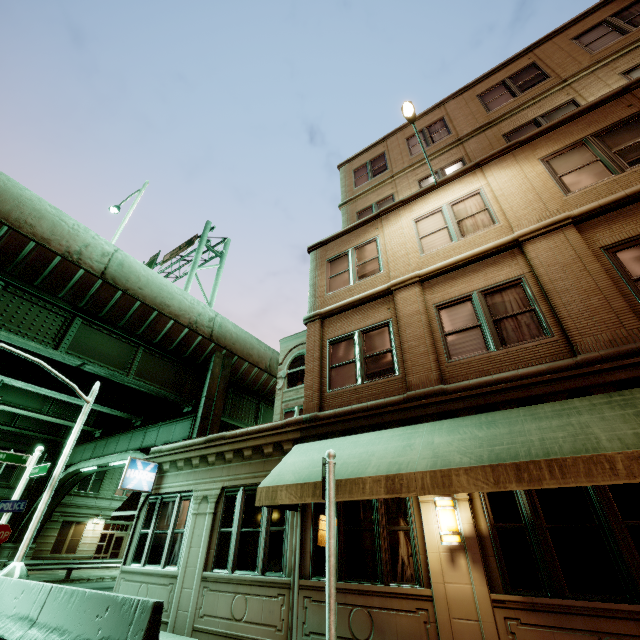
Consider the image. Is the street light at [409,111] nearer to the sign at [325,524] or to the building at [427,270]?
the building at [427,270]

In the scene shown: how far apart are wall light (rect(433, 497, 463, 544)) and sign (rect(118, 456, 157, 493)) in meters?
9.7

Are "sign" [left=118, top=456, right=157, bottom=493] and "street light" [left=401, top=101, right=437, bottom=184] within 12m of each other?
no

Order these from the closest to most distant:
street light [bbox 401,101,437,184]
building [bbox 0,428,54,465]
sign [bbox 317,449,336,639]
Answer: sign [bbox 317,449,336,639]
street light [bbox 401,101,437,184]
building [bbox 0,428,54,465]

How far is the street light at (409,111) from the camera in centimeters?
920cm

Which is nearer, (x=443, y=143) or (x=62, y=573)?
(x=443, y=143)

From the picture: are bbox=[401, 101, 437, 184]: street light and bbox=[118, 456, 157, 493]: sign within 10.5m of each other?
no

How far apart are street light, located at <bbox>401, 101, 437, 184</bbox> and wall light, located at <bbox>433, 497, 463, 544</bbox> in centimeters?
913cm
